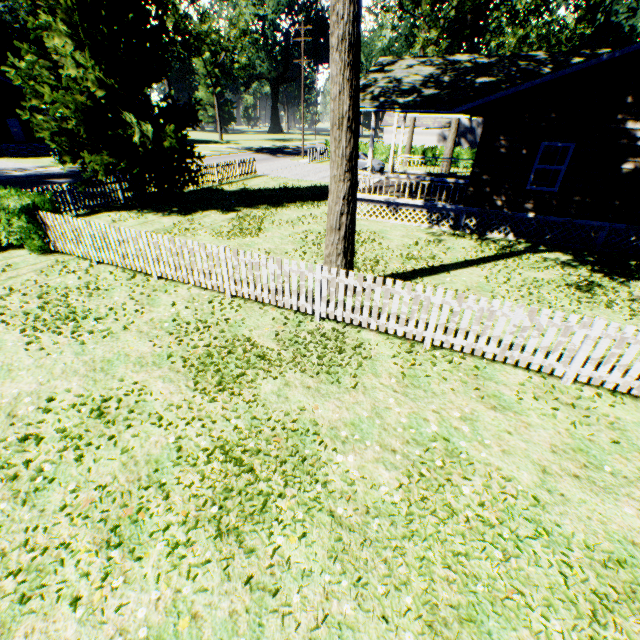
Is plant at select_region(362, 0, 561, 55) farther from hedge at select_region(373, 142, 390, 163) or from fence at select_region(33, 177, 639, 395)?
fence at select_region(33, 177, 639, 395)

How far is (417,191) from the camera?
16.6 meters

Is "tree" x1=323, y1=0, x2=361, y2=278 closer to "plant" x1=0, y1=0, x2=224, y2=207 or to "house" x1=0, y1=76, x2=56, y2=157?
"plant" x1=0, y1=0, x2=224, y2=207

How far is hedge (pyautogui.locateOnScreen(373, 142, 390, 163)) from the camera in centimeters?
3558cm

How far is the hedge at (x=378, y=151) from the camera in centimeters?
3558cm

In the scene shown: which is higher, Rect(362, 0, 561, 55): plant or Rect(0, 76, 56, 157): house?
Rect(362, 0, 561, 55): plant

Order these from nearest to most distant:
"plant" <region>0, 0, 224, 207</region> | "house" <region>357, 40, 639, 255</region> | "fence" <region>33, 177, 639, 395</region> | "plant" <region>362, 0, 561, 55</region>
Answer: "fence" <region>33, 177, 639, 395</region> < "house" <region>357, 40, 639, 255</region> < "plant" <region>0, 0, 224, 207</region> < "plant" <region>362, 0, 561, 55</region>

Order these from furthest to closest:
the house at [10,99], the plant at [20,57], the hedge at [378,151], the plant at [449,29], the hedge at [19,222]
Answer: the hedge at [378,151] → the house at [10,99] → the plant at [449,29] → the plant at [20,57] → the hedge at [19,222]
